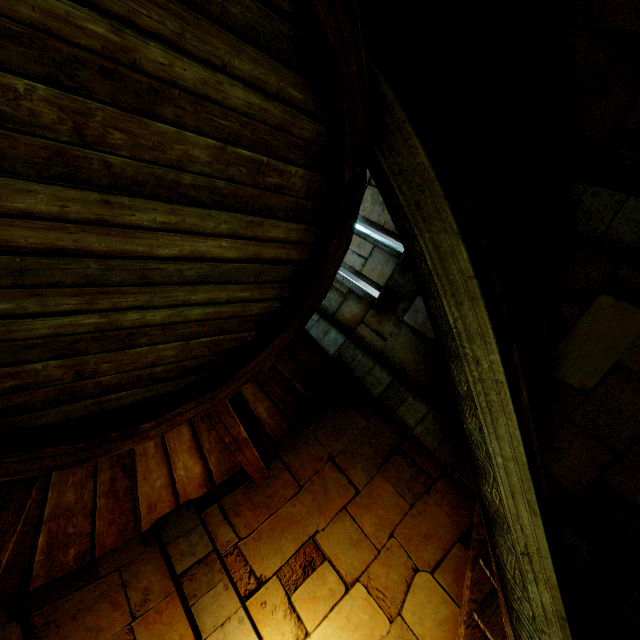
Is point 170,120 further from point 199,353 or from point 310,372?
point 310,372
